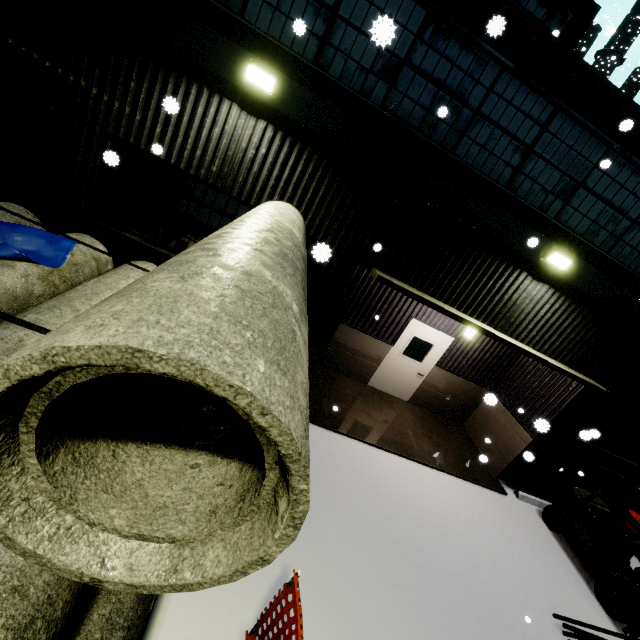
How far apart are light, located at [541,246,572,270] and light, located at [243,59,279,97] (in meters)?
5.64

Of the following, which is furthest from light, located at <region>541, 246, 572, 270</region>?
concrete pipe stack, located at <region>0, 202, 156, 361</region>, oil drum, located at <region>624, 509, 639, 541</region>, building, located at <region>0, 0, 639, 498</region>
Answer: oil drum, located at <region>624, 509, 639, 541</region>

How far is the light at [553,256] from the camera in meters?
6.0 m

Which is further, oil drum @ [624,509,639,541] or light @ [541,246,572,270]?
oil drum @ [624,509,639,541]

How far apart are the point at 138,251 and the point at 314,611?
6.2m

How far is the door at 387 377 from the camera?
9.1m

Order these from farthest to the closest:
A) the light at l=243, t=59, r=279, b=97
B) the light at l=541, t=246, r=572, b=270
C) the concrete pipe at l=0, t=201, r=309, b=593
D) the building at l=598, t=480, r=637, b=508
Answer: the building at l=598, t=480, r=637, b=508 < the light at l=541, t=246, r=572, b=270 < the light at l=243, t=59, r=279, b=97 < the concrete pipe at l=0, t=201, r=309, b=593

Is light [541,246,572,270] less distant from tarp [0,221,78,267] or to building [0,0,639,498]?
building [0,0,639,498]
